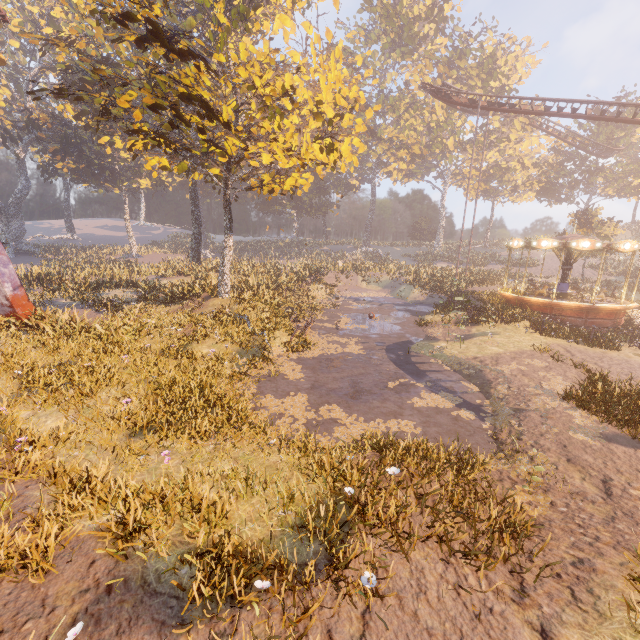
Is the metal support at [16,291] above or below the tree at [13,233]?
below

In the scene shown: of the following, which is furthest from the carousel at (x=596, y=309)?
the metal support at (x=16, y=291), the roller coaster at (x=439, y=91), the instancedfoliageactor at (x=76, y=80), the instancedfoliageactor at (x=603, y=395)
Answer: the metal support at (x=16, y=291)

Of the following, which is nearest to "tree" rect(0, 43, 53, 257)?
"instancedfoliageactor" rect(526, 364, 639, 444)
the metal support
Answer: the metal support

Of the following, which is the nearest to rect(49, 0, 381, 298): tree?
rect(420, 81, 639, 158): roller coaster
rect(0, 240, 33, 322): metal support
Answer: rect(0, 240, 33, 322): metal support

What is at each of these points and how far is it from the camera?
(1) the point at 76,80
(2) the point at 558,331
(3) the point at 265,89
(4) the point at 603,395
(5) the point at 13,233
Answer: (1) instancedfoliageactor, 45.06m
(2) instancedfoliageactor, 16.14m
(3) tree, 13.86m
(4) instancedfoliageactor, 8.88m
(5) tree, 46.31m

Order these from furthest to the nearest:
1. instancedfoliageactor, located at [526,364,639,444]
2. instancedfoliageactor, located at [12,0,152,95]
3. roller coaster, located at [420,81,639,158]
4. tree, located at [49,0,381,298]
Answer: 1. roller coaster, located at [420,81,639,158]
2. instancedfoliageactor, located at [12,0,152,95]
3. tree, located at [49,0,381,298]
4. instancedfoliageactor, located at [526,364,639,444]

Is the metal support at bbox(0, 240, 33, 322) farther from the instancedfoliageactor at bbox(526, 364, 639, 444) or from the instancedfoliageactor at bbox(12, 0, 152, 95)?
the instancedfoliageactor at bbox(12, 0, 152, 95)

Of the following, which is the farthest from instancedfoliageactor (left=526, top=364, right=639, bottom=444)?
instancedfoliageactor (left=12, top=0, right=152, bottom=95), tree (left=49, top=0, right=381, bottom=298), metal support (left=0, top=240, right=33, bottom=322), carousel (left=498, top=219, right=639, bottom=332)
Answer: metal support (left=0, top=240, right=33, bottom=322)
